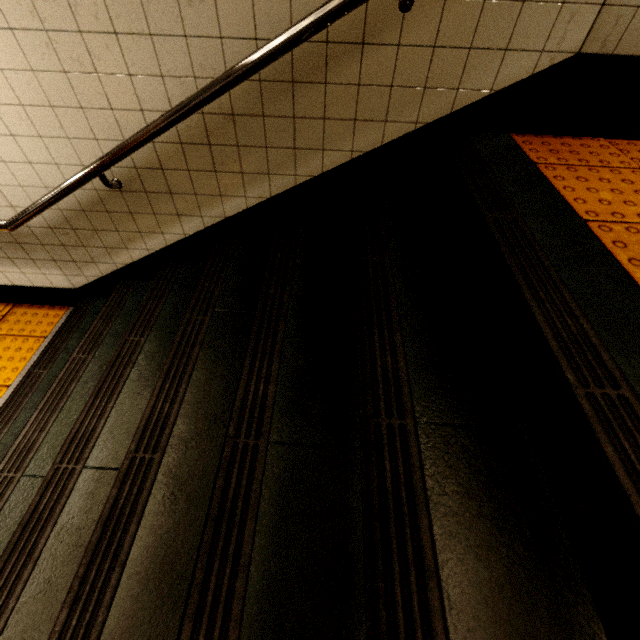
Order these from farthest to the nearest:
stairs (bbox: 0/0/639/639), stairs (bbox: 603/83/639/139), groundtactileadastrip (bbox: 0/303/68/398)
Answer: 1. groundtactileadastrip (bbox: 0/303/68/398)
2. stairs (bbox: 603/83/639/139)
3. stairs (bbox: 0/0/639/639)

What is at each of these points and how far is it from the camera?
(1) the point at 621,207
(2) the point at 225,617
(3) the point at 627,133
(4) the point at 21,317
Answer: (1) groundtactileadastrip, 1.21m
(2) stairs, 0.78m
(3) stairs, 1.66m
(4) groundtactileadastrip, 2.81m

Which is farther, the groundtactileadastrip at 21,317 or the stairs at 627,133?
the groundtactileadastrip at 21,317

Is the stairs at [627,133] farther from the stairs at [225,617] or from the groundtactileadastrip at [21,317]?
the groundtactileadastrip at [21,317]

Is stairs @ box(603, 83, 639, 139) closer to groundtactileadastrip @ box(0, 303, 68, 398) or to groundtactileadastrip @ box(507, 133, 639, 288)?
groundtactileadastrip @ box(507, 133, 639, 288)

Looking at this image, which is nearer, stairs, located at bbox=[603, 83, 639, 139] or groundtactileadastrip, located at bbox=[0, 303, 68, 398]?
stairs, located at bbox=[603, 83, 639, 139]

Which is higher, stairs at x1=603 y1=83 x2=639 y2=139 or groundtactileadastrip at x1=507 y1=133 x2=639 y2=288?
stairs at x1=603 y1=83 x2=639 y2=139

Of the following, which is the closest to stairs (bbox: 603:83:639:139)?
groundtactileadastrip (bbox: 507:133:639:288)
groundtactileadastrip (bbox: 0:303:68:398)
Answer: groundtactileadastrip (bbox: 507:133:639:288)
